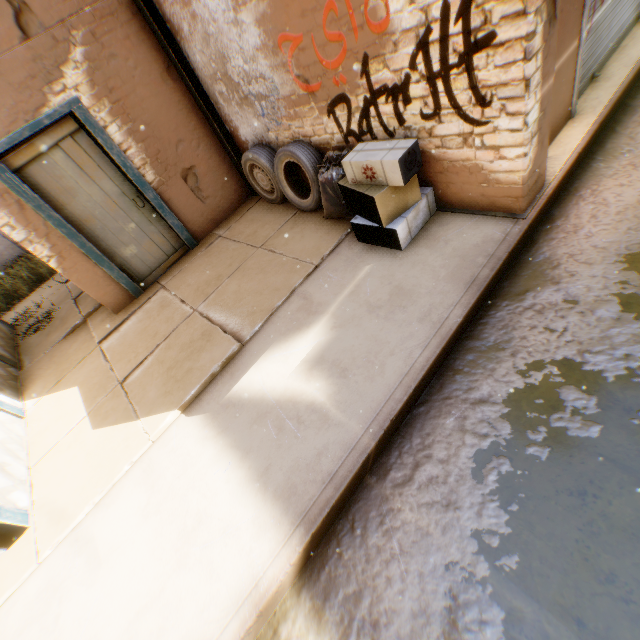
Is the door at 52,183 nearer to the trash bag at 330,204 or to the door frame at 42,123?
the door frame at 42,123

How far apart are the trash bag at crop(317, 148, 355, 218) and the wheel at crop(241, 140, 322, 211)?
0.1m

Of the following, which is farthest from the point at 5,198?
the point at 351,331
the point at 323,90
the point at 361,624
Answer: the point at 361,624

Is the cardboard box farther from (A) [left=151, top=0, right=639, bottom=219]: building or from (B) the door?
(B) the door

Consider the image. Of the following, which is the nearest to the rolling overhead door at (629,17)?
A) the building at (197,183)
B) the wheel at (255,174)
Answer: the building at (197,183)

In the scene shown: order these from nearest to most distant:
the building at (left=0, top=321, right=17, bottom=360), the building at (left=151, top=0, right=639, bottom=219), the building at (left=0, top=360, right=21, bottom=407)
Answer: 1. the building at (left=151, top=0, right=639, bottom=219)
2. the building at (left=0, top=360, right=21, bottom=407)
3. the building at (left=0, top=321, right=17, bottom=360)

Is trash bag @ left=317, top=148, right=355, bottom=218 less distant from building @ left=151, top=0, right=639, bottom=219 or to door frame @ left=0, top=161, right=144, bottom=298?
building @ left=151, top=0, right=639, bottom=219

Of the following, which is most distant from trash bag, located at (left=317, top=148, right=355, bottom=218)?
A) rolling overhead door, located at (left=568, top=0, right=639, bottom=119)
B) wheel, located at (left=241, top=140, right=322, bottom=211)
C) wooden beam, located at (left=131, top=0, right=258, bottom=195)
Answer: rolling overhead door, located at (left=568, top=0, right=639, bottom=119)
